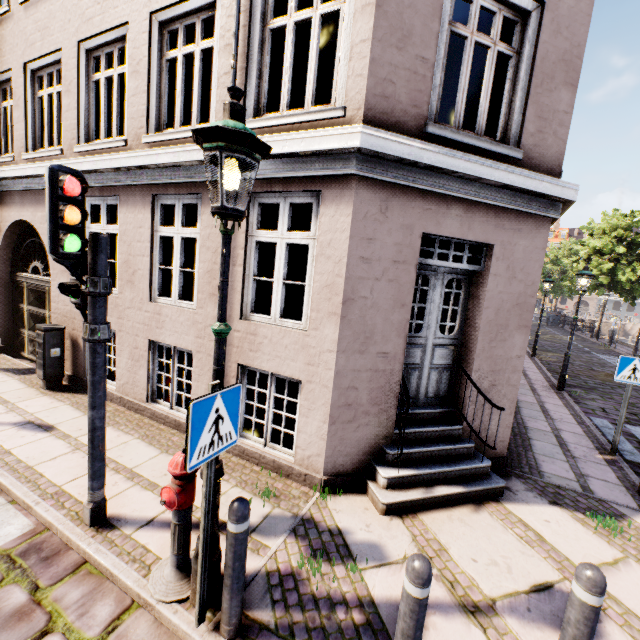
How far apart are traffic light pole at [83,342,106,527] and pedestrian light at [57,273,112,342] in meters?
0.0

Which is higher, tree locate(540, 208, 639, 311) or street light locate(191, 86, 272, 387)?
tree locate(540, 208, 639, 311)

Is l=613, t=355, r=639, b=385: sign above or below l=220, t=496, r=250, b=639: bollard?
above

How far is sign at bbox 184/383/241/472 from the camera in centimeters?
208cm

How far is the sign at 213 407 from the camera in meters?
2.1 m

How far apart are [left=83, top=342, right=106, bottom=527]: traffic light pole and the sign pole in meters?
1.6 m

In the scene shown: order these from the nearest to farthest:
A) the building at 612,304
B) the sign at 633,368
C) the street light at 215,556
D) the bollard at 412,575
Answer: the bollard at 412,575, the street light at 215,556, the sign at 633,368, the building at 612,304

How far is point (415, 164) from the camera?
3.8m
